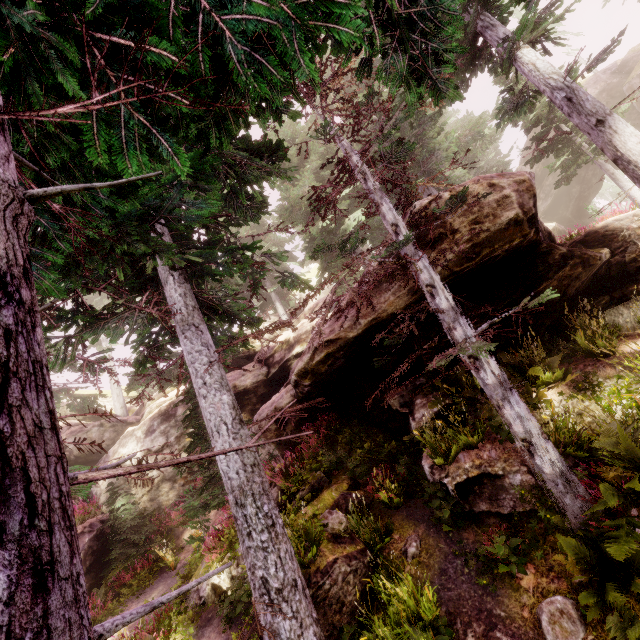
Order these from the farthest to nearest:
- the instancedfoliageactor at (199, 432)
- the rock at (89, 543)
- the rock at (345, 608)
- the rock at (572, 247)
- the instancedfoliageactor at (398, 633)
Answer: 1. the rock at (89, 543)
2. the rock at (572, 247)
3. the rock at (345, 608)
4. the instancedfoliageactor at (398, 633)
5. the instancedfoliageactor at (199, 432)

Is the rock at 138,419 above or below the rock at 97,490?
above

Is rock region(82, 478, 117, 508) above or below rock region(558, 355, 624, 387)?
above

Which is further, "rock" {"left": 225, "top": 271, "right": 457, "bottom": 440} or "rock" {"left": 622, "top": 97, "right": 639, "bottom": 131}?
"rock" {"left": 622, "top": 97, "right": 639, "bottom": 131}

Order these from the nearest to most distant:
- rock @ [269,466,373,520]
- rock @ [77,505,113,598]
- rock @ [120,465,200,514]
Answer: rock @ [269,466,373,520], rock @ [77,505,113,598], rock @ [120,465,200,514]

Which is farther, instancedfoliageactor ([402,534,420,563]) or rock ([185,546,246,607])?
rock ([185,546,246,607])

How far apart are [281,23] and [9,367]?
3.38m
